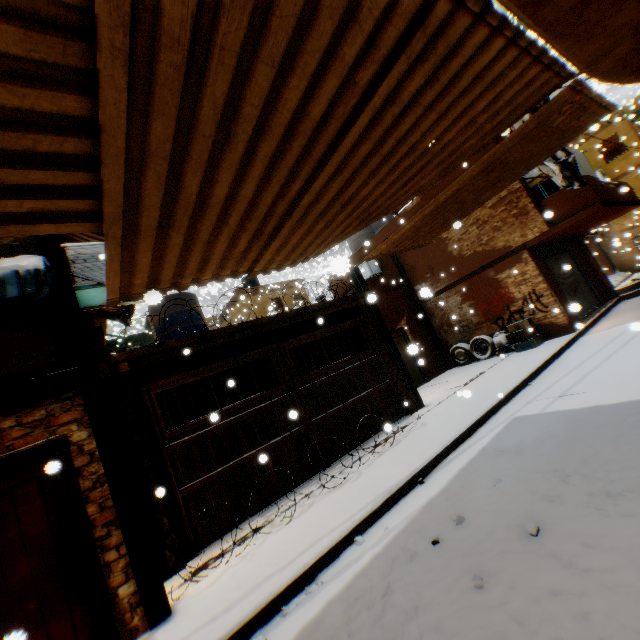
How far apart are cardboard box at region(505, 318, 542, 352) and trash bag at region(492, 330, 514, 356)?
0.1m

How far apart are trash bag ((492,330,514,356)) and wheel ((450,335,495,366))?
0.0 meters

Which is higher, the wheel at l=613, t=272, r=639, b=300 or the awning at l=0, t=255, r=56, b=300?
the awning at l=0, t=255, r=56, b=300

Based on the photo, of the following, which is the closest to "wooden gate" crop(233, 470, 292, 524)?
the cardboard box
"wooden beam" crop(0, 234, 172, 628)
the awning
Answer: "wooden beam" crop(0, 234, 172, 628)

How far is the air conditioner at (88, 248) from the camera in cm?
511

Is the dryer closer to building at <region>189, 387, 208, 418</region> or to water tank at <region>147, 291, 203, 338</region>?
building at <region>189, 387, 208, 418</region>

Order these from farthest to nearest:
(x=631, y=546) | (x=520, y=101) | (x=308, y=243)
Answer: (x=308, y=243) → (x=520, y=101) → (x=631, y=546)

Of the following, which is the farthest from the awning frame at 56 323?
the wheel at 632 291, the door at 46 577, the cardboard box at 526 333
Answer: the wheel at 632 291
